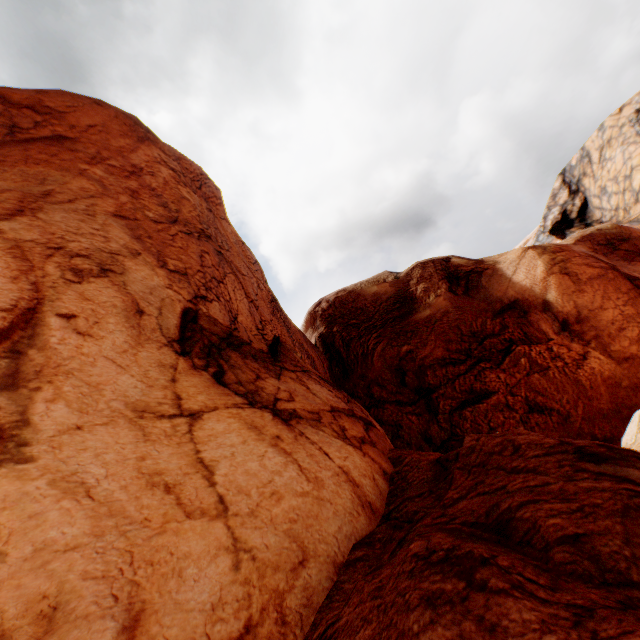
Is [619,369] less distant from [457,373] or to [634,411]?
[634,411]
